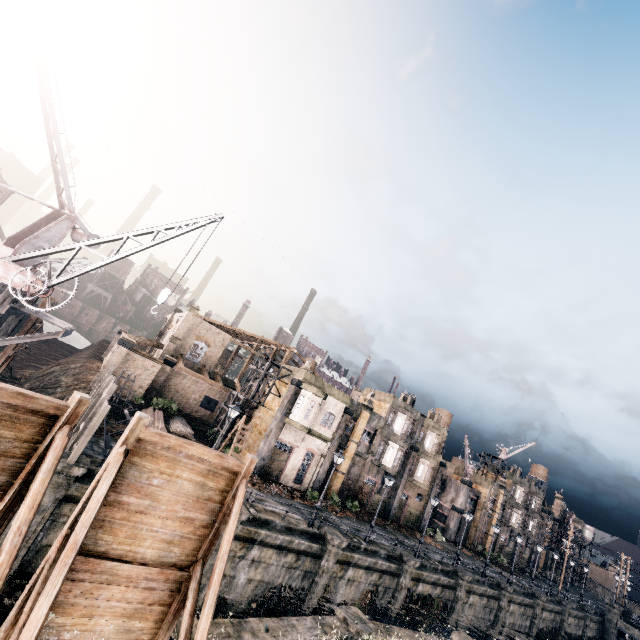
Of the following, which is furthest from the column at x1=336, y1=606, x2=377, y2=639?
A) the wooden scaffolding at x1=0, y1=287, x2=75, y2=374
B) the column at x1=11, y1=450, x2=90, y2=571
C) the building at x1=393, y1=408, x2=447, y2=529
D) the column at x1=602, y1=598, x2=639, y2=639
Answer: the column at x1=602, y1=598, x2=639, y2=639

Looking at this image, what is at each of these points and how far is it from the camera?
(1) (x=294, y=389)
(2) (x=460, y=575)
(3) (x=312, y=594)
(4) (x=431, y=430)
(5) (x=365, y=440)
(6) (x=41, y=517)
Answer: (1) column, 32.0m
(2) column, 30.9m
(3) column, 21.9m
(4) building, 44.6m
(5) building, 38.9m
(6) column, 14.2m

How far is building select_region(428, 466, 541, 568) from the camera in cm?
5094

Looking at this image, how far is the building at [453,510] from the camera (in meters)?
50.94

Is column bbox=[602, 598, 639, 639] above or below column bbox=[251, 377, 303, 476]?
below

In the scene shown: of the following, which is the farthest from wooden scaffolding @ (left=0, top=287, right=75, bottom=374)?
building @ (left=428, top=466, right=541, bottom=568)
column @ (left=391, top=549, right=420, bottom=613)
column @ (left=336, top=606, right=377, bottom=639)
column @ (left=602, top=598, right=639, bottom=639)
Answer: column @ (left=602, top=598, right=639, bottom=639)

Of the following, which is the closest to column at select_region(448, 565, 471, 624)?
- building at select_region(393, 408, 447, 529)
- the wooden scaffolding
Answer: building at select_region(393, 408, 447, 529)

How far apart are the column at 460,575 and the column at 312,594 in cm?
1602
